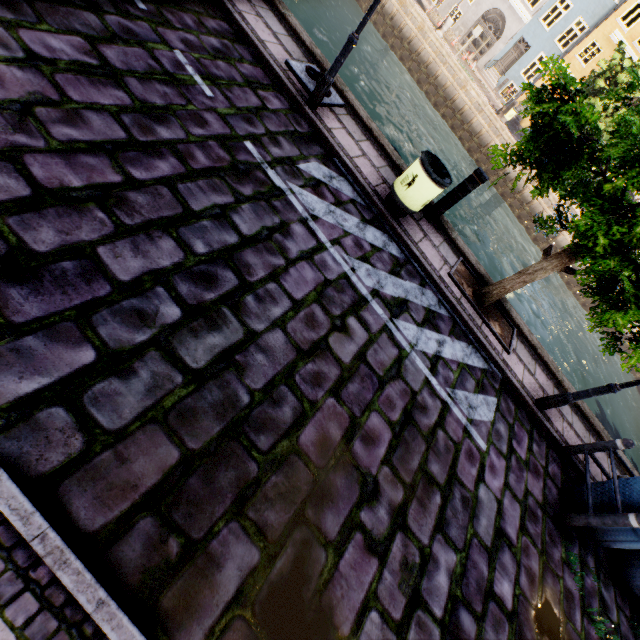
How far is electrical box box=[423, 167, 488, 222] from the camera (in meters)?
5.91

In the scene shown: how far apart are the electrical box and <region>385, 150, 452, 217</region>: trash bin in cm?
57

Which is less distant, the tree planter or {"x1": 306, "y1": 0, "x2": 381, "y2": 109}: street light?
{"x1": 306, "y1": 0, "x2": 381, "y2": 109}: street light

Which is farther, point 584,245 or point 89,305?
point 584,245

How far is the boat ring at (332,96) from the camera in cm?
614

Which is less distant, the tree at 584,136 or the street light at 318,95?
the tree at 584,136

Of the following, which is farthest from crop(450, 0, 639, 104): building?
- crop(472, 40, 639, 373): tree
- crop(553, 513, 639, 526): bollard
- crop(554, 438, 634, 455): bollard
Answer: crop(553, 513, 639, 526): bollard

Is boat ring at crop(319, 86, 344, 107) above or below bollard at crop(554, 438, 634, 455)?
below
